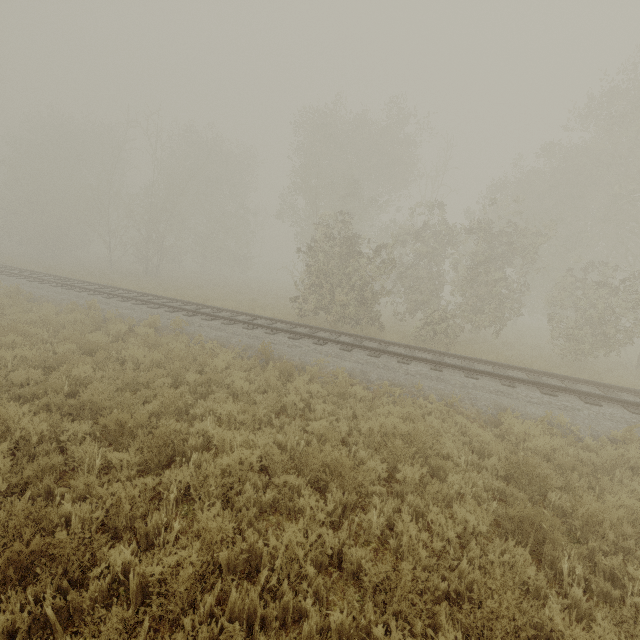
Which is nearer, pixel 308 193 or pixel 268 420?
pixel 268 420
